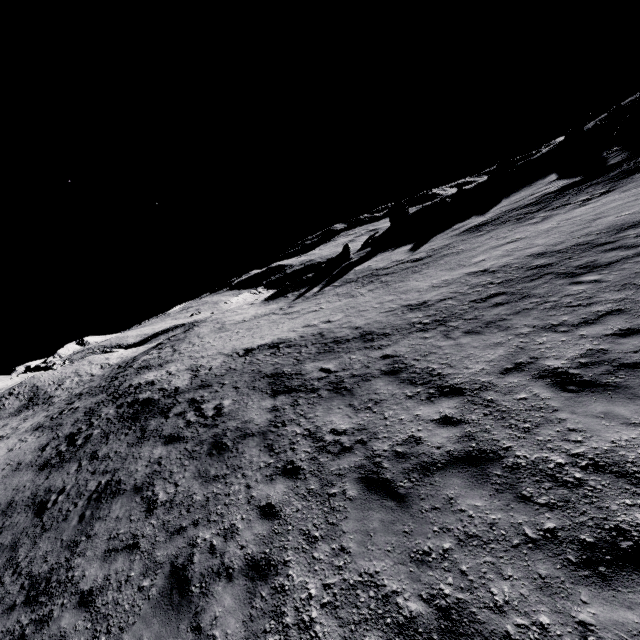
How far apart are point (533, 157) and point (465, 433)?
48.4 meters

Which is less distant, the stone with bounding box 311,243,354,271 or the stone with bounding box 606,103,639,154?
the stone with bounding box 606,103,639,154

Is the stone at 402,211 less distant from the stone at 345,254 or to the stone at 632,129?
the stone at 345,254

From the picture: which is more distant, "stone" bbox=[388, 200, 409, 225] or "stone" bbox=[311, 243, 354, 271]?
"stone" bbox=[388, 200, 409, 225]

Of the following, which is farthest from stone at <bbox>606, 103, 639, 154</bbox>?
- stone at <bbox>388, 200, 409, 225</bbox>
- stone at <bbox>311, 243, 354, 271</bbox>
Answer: stone at <bbox>311, 243, 354, 271</bbox>

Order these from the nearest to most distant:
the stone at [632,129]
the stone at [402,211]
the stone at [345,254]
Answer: the stone at [632,129]
the stone at [345,254]
the stone at [402,211]

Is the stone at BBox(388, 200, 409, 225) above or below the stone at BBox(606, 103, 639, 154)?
above
